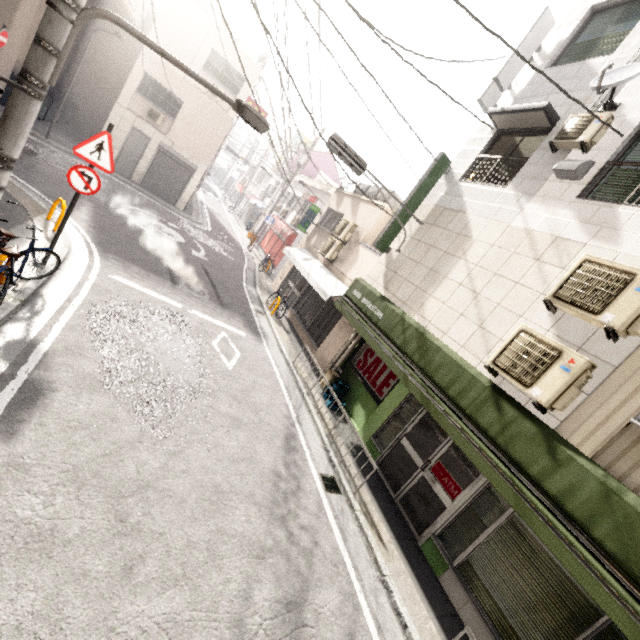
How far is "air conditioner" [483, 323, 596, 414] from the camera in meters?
4.4

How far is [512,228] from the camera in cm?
636

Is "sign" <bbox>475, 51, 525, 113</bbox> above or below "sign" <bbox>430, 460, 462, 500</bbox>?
above

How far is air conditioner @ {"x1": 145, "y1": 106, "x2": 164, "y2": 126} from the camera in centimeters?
1674cm

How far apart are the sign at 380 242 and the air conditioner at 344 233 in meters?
3.8

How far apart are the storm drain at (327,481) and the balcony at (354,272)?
5.4 meters

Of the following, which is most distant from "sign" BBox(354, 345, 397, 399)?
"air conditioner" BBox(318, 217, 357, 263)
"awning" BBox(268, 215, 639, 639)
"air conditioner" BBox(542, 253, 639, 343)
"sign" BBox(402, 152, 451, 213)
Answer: "air conditioner" BBox(318, 217, 357, 263)

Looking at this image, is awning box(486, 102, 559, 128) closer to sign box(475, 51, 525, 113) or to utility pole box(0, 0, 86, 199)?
sign box(475, 51, 525, 113)
